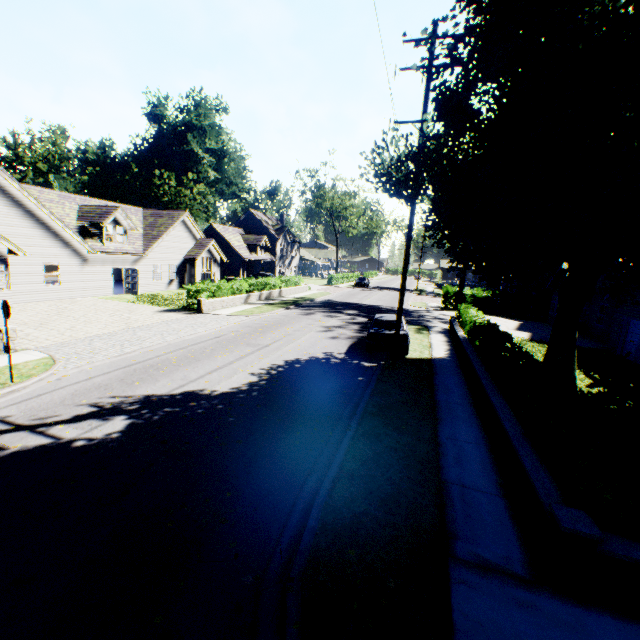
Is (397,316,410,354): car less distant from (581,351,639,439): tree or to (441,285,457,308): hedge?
(581,351,639,439): tree

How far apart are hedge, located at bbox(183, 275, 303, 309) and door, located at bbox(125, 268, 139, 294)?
7.3m

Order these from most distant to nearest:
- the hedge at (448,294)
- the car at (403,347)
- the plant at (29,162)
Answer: the plant at (29,162) < the hedge at (448,294) < the car at (403,347)

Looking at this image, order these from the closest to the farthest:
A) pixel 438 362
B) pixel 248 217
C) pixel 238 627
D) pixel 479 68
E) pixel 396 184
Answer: pixel 238 627 → pixel 479 68 → pixel 396 184 → pixel 438 362 → pixel 248 217

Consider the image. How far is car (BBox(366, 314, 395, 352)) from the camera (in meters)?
14.01

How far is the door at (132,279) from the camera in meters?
26.6 m

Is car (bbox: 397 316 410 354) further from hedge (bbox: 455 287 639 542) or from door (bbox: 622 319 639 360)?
door (bbox: 622 319 639 360)

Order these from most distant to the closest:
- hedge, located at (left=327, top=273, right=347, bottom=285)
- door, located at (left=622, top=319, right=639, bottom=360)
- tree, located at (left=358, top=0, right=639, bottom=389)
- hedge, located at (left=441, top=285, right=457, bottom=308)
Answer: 1. hedge, located at (left=327, top=273, right=347, bottom=285)
2. hedge, located at (left=441, top=285, right=457, bottom=308)
3. door, located at (left=622, top=319, right=639, bottom=360)
4. tree, located at (left=358, top=0, right=639, bottom=389)
